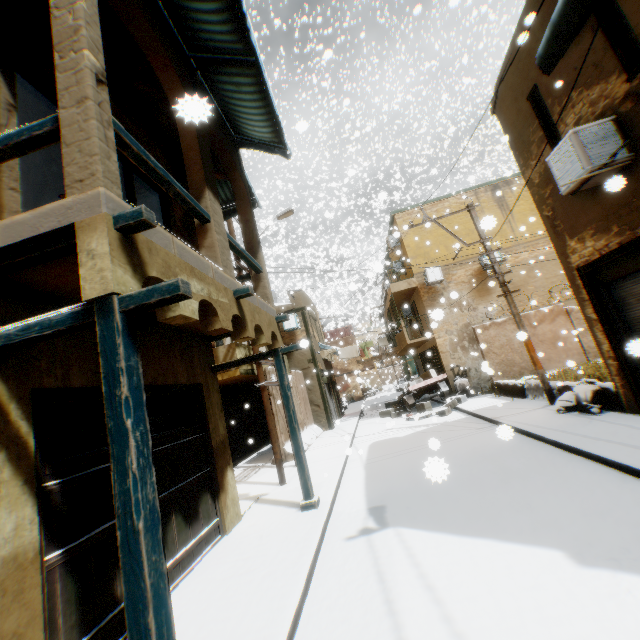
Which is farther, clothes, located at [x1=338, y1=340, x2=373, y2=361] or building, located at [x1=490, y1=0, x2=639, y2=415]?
clothes, located at [x1=338, y1=340, x2=373, y2=361]

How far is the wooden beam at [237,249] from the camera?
5.6m

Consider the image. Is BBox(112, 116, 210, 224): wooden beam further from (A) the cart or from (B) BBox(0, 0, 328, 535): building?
(A) the cart

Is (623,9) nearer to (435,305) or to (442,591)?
(442,591)

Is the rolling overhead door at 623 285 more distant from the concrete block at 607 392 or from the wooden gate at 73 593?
the concrete block at 607 392

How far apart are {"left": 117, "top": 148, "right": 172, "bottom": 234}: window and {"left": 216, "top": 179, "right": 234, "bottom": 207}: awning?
1.4 meters

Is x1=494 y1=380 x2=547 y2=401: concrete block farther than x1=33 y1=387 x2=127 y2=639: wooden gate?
Yes

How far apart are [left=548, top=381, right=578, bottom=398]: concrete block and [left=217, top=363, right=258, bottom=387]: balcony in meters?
2.1
